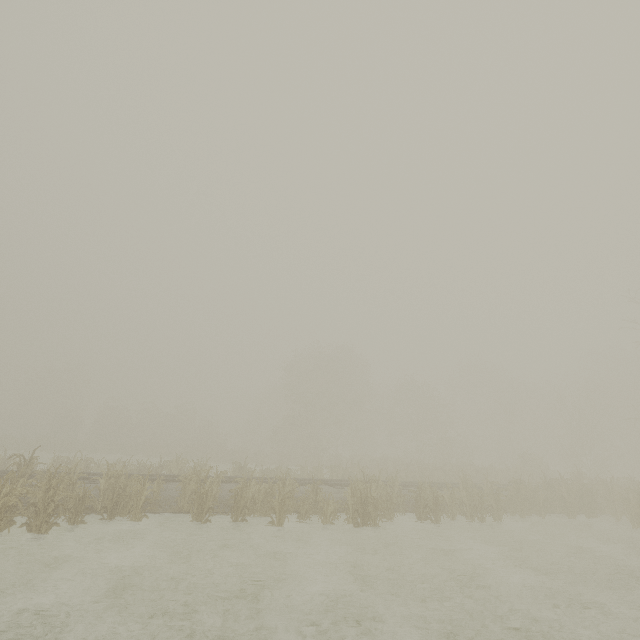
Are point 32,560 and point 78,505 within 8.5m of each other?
yes
